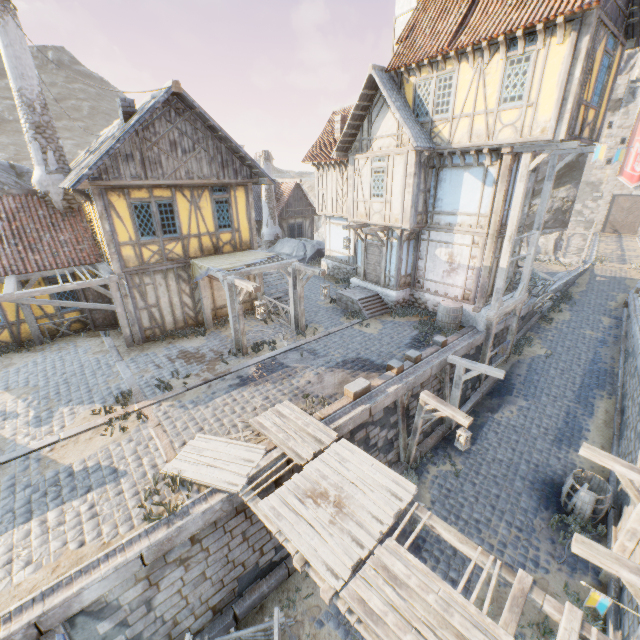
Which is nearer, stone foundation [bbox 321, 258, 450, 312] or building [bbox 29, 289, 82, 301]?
building [bbox 29, 289, 82, 301]

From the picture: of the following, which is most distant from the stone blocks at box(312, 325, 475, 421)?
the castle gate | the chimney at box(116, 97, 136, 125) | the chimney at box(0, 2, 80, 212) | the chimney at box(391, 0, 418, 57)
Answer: the castle gate

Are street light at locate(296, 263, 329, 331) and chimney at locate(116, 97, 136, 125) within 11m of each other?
yes

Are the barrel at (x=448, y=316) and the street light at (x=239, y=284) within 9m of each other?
yes

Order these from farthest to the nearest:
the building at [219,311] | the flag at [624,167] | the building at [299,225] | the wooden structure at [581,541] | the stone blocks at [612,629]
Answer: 1. the building at [299,225]
2. the building at [219,311]
3. the flag at [624,167]
4. the stone blocks at [612,629]
5. the wooden structure at [581,541]

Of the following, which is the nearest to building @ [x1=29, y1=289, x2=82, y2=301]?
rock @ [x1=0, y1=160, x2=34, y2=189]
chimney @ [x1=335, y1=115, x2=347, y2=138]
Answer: rock @ [x1=0, y1=160, x2=34, y2=189]

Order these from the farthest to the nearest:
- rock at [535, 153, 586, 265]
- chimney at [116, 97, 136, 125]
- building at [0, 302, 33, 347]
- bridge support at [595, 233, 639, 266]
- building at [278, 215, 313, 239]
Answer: rock at [535, 153, 586, 265] < building at [278, 215, 313, 239] < bridge support at [595, 233, 639, 266] < building at [0, 302, 33, 347] < chimney at [116, 97, 136, 125]

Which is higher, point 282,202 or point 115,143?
point 115,143
